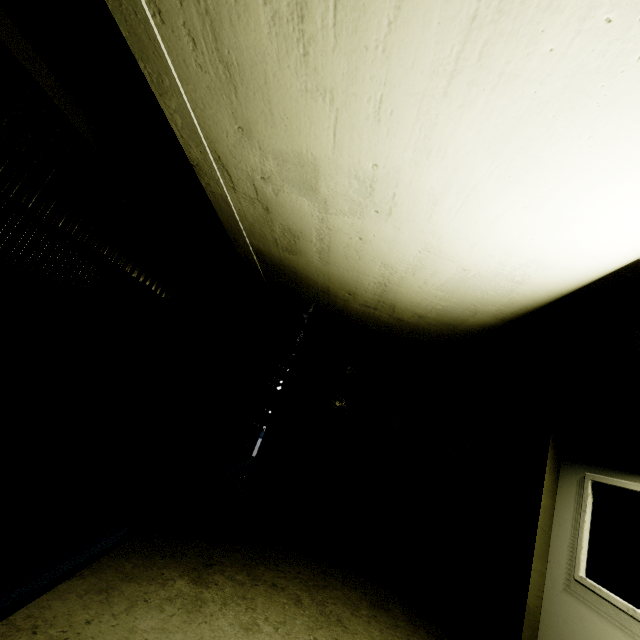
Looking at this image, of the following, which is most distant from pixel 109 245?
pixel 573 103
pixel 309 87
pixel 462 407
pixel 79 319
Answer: pixel 462 407
